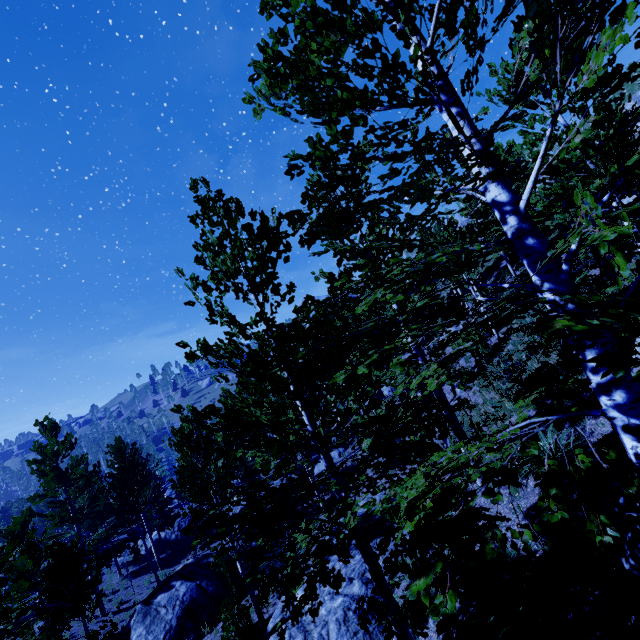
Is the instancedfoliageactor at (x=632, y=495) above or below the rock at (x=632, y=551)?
above

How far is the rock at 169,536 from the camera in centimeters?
2961cm

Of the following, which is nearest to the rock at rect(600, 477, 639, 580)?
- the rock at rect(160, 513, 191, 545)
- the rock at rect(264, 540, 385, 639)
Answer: the rock at rect(264, 540, 385, 639)

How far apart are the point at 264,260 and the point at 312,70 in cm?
312

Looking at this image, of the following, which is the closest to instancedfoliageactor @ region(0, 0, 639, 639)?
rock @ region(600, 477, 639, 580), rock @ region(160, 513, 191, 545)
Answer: rock @ region(160, 513, 191, 545)

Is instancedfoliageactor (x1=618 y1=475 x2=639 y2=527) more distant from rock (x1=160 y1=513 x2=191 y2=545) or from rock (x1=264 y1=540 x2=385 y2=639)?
rock (x1=160 y1=513 x2=191 y2=545)

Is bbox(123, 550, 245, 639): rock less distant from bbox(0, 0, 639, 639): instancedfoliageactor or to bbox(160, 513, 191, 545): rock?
bbox(0, 0, 639, 639): instancedfoliageactor

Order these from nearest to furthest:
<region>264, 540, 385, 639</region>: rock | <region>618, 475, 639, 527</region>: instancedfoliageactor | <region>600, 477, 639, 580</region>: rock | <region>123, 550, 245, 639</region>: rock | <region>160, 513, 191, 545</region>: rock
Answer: <region>618, 475, 639, 527</region>: instancedfoliageactor
<region>600, 477, 639, 580</region>: rock
<region>264, 540, 385, 639</region>: rock
<region>123, 550, 245, 639</region>: rock
<region>160, 513, 191, 545</region>: rock
